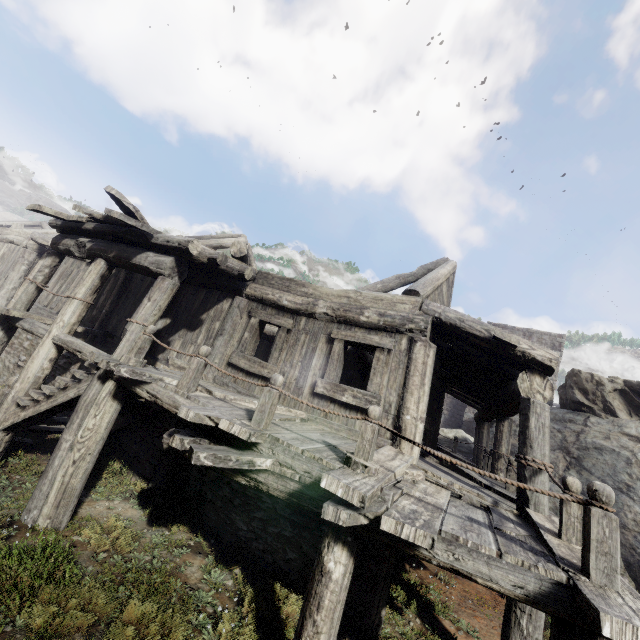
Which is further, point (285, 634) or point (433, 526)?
point (285, 634)

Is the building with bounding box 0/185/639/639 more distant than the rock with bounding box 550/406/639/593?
No

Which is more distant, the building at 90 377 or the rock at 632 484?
the rock at 632 484
